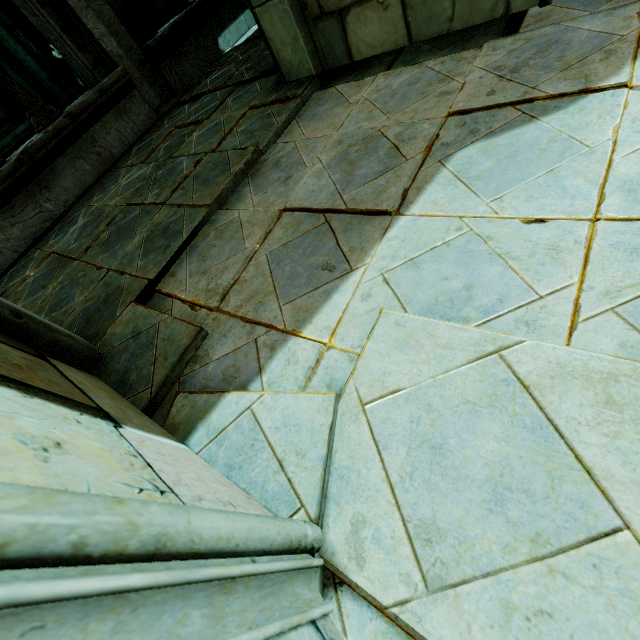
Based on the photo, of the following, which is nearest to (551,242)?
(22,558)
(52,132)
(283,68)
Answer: (22,558)

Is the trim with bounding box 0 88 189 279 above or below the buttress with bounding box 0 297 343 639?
below

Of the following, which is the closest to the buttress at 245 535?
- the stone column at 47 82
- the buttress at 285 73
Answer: the buttress at 285 73

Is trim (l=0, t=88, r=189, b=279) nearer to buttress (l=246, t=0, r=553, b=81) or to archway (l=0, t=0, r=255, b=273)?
archway (l=0, t=0, r=255, b=273)

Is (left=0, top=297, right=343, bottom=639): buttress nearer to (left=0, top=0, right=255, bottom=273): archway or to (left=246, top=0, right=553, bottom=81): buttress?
(left=0, top=0, right=255, bottom=273): archway

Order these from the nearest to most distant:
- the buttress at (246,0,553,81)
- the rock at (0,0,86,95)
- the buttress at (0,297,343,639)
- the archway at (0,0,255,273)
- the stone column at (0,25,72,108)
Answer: the buttress at (0,297,343,639), the buttress at (246,0,553,81), the archway at (0,0,255,273), the stone column at (0,25,72,108), the rock at (0,0,86,95)

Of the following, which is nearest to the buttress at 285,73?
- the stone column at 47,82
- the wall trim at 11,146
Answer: the stone column at 47,82

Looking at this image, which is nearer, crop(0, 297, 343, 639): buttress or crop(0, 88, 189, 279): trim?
crop(0, 297, 343, 639): buttress
